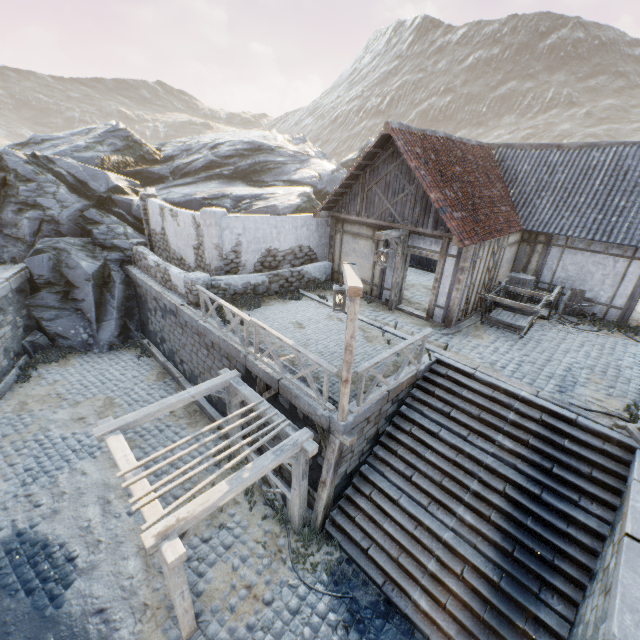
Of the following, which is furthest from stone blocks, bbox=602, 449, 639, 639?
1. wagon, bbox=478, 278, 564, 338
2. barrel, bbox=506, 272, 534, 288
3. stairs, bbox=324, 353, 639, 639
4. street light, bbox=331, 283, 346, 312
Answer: barrel, bbox=506, 272, 534, 288

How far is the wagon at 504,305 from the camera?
10.52m

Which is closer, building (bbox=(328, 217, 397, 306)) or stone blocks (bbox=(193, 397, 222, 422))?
stone blocks (bbox=(193, 397, 222, 422))

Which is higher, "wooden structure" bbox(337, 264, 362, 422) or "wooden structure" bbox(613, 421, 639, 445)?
"wooden structure" bbox(337, 264, 362, 422)

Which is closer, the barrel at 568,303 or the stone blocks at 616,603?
the stone blocks at 616,603

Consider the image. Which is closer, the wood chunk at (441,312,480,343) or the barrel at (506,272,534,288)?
the wood chunk at (441,312,480,343)

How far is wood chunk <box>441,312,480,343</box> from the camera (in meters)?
10.38

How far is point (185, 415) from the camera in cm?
1116
